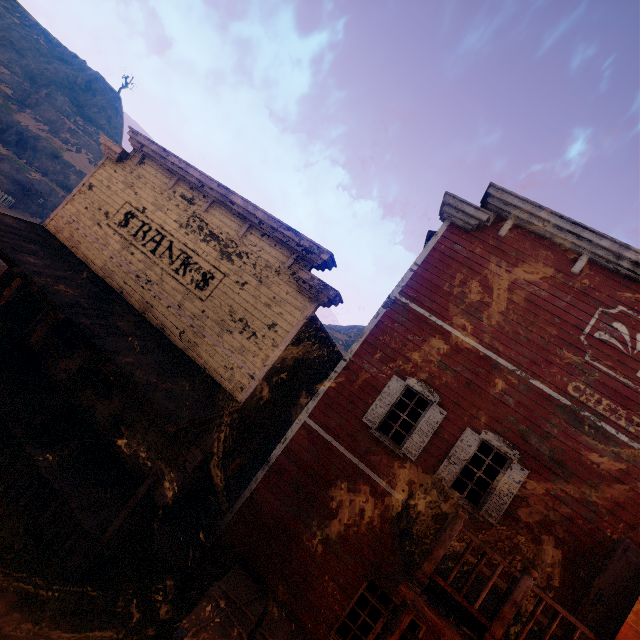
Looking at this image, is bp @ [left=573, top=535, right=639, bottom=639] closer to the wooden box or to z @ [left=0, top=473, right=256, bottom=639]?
the wooden box

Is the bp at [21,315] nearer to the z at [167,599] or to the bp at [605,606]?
the z at [167,599]

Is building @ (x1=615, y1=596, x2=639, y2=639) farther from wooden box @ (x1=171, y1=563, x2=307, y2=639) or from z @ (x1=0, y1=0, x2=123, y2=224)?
z @ (x1=0, y1=0, x2=123, y2=224)

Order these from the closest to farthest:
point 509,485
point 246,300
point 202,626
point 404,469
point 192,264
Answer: point 202,626 → point 509,485 → point 404,469 → point 246,300 → point 192,264

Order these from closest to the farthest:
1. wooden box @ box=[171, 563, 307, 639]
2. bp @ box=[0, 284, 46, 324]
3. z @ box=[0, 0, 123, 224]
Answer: wooden box @ box=[171, 563, 307, 639], bp @ box=[0, 284, 46, 324], z @ box=[0, 0, 123, 224]

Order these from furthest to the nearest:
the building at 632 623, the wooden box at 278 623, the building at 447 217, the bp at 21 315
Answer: the bp at 21 315 → the building at 632 623 → the building at 447 217 → the wooden box at 278 623

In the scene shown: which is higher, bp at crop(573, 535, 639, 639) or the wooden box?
bp at crop(573, 535, 639, 639)

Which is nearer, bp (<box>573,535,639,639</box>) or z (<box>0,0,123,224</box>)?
bp (<box>573,535,639,639</box>)
